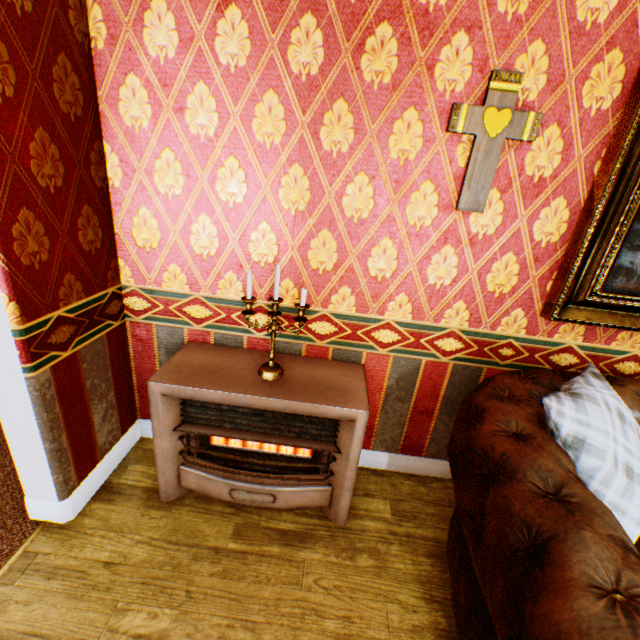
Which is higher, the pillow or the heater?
the pillow

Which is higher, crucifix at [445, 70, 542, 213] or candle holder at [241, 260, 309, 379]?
crucifix at [445, 70, 542, 213]

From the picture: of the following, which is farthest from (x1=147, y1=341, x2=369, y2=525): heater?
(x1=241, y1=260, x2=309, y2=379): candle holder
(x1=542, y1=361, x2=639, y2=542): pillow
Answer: (x1=542, y1=361, x2=639, y2=542): pillow

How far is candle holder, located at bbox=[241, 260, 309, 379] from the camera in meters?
1.7 m

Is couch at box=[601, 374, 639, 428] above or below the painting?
below

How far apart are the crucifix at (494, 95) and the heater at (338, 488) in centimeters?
110cm

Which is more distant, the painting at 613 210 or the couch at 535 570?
the painting at 613 210

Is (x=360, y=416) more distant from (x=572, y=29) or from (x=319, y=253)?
(x=572, y=29)
